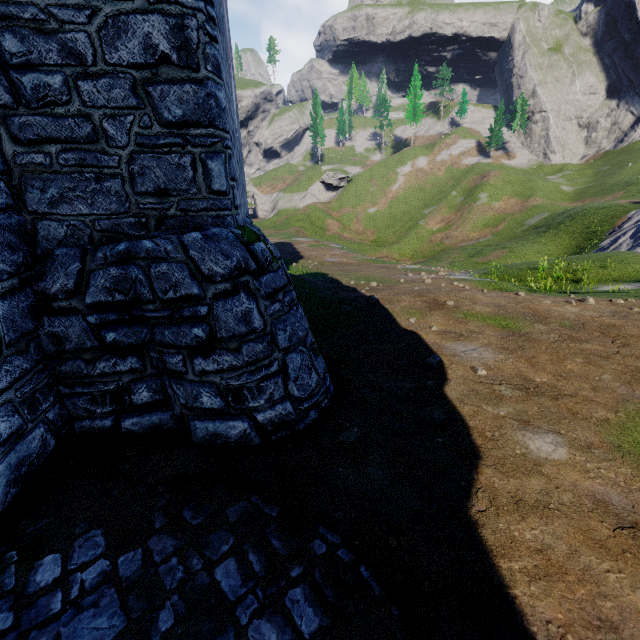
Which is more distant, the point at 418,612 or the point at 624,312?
the point at 624,312
